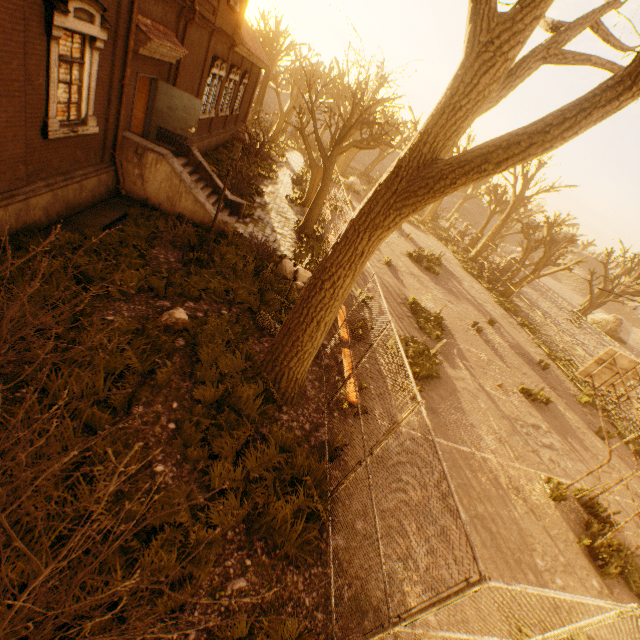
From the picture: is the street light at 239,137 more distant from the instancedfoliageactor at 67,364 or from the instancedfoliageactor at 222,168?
the instancedfoliageactor at 67,364

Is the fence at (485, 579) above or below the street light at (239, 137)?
below

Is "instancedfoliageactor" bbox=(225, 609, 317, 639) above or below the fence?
below

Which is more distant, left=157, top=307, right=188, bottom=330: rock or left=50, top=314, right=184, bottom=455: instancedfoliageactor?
left=157, top=307, right=188, bottom=330: rock

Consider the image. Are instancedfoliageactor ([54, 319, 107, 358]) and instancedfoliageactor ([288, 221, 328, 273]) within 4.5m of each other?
no

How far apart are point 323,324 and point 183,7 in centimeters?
1244cm

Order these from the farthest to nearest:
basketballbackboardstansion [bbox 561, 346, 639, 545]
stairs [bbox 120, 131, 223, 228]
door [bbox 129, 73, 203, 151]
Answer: door [bbox 129, 73, 203, 151] → stairs [bbox 120, 131, 223, 228] → basketballbackboardstansion [bbox 561, 346, 639, 545]

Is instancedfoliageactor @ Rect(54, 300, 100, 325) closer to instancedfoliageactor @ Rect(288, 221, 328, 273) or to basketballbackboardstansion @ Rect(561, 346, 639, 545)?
instancedfoliageactor @ Rect(288, 221, 328, 273)
